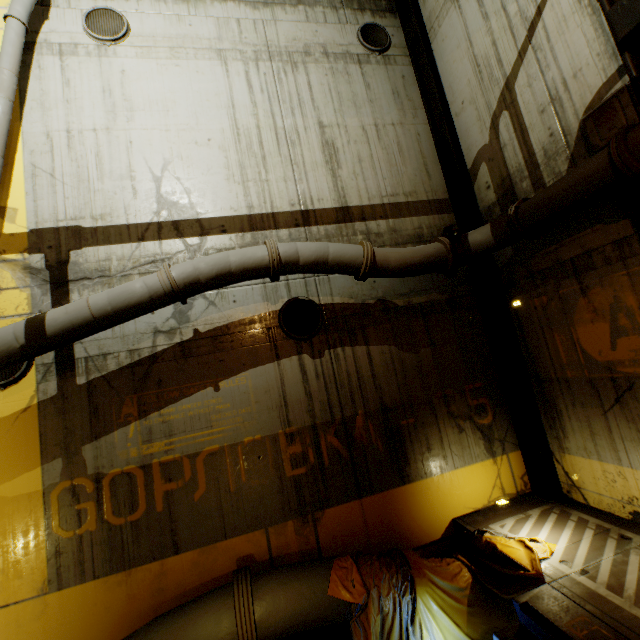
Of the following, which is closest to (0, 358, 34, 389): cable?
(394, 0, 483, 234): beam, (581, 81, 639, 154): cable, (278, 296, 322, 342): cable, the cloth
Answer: (278, 296, 322, 342): cable

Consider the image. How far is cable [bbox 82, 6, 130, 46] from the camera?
6.2m

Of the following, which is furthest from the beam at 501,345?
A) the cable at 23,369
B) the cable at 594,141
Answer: the cable at 23,369

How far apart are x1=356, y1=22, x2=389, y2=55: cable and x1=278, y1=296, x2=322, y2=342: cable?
6.2m

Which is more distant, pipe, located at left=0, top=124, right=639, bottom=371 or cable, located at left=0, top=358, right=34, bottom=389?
cable, located at left=0, top=358, right=34, bottom=389

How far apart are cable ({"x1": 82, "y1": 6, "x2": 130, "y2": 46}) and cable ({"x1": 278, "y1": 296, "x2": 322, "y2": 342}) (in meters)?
6.05

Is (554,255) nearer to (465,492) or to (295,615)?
(465,492)

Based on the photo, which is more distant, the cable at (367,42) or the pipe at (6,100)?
the cable at (367,42)
